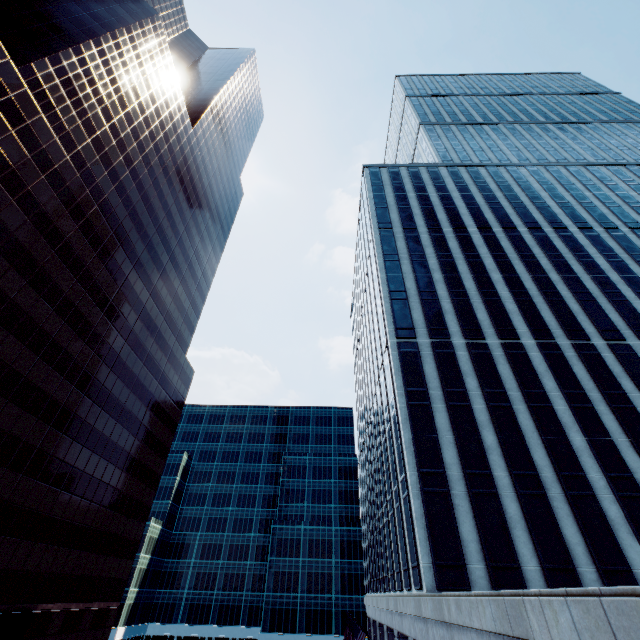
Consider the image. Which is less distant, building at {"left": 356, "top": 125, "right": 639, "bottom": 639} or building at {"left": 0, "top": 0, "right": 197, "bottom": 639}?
building at {"left": 356, "top": 125, "right": 639, "bottom": 639}

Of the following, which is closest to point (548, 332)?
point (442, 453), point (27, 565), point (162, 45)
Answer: point (442, 453)

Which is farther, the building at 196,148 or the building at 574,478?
the building at 196,148
